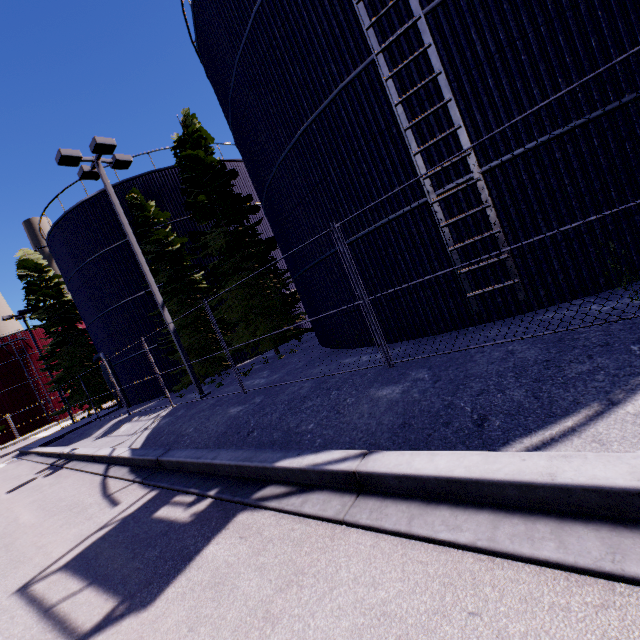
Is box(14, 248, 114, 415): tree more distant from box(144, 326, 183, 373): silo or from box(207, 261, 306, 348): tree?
box(207, 261, 306, 348): tree

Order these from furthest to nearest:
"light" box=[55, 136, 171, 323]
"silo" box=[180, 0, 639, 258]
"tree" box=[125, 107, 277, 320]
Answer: "tree" box=[125, 107, 277, 320] < "light" box=[55, 136, 171, 323] < "silo" box=[180, 0, 639, 258]

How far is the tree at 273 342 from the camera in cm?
1424

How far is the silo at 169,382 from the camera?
19.0 meters

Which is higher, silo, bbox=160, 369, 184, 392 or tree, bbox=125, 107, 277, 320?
tree, bbox=125, 107, 277, 320

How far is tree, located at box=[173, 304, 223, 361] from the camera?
15.59m

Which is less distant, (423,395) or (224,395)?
(423,395)
